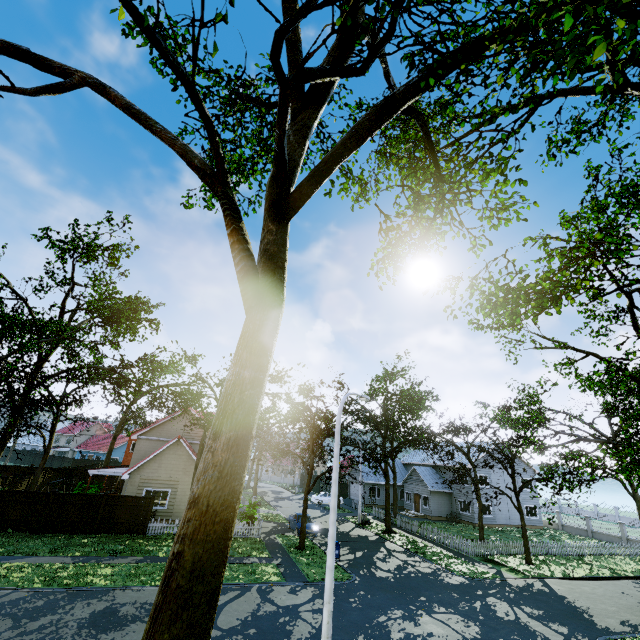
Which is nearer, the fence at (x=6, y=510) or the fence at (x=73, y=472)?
the fence at (x=6, y=510)

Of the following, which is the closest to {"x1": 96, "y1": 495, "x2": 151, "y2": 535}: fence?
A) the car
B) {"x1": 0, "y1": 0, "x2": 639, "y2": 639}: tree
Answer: {"x1": 0, "y1": 0, "x2": 639, "y2": 639}: tree

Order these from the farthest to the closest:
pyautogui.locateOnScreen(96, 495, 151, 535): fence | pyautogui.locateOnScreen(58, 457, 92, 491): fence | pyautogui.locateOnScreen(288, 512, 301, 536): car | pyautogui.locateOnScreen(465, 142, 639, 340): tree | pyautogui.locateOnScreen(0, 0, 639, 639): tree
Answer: pyautogui.locateOnScreen(58, 457, 92, 491): fence
pyautogui.locateOnScreen(288, 512, 301, 536): car
pyautogui.locateOnScreen(96, 495, 151, 535): fence
pyautogui.locateOnScreen(465, 142, 639, 340): tree
pyautogui.locateOnScreen(0, 0, 639, 639): tree

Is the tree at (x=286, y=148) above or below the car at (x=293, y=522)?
above

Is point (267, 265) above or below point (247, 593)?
above

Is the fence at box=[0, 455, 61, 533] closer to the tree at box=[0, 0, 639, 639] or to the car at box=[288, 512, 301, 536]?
the tree at box=[0, 0, 639, 639]

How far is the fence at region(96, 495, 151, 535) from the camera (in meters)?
21.28
